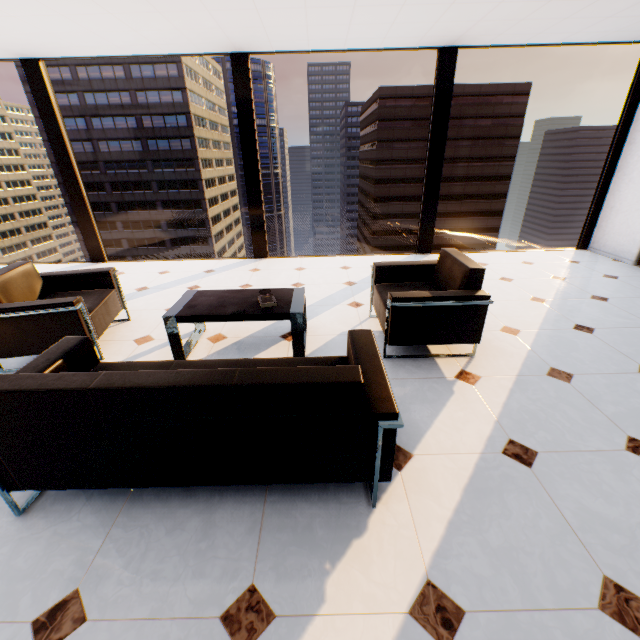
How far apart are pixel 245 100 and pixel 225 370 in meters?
5.0

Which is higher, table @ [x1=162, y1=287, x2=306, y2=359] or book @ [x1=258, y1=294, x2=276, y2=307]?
book @ [x1=258, y1=294, x2=276, y2=307]

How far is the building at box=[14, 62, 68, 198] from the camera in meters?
51.5

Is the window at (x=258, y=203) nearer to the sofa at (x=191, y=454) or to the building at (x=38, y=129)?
the sofa at (x=191, y=454)

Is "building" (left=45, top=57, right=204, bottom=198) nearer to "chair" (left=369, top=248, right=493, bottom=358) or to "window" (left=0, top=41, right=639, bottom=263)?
"window" (left=0, top=41, right=639, bottom=263)

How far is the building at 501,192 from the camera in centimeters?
5169cm

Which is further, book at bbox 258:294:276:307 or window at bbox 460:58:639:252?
window at bbox 460:58:639:252

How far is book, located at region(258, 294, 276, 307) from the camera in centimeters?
284cm
